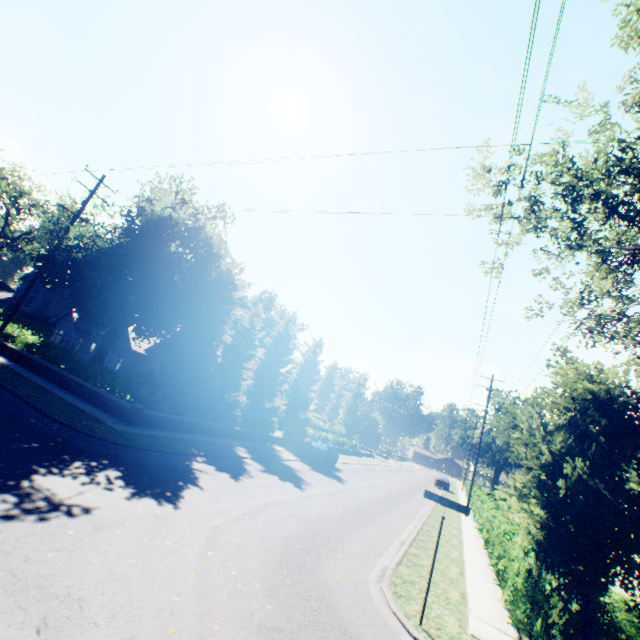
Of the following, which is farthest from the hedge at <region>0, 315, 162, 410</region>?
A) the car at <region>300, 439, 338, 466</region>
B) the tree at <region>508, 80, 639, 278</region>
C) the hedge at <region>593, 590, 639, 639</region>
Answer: the hedge at <region>593, 590, 639, 639</region>

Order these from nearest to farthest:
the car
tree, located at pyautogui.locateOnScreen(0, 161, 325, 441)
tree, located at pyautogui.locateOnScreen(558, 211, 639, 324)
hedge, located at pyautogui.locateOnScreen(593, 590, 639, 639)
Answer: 1. hedge, located at pyautogui.locateOnScreen(593, 590, 639, 639)
2. tree, located at pyautogui.locateOnScreen(558, 211, 639, 324)
3. tree, located at pyautogui.locateOnScreen(0, 161, 325, 441)
4. the car

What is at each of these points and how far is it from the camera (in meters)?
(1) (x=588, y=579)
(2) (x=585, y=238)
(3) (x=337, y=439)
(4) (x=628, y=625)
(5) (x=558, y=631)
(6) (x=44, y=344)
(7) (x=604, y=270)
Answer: (1) tree, 5.53
(2) tree, 18.17
(3) hedge, 41.41
(4) hedge, 6.90
(5) hedge, 7.25
(6) hedge, 20.86
(7) tree, 17.98

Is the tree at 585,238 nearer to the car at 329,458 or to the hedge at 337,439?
the hedge at 337,439

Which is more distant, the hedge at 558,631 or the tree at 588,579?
the hedge at 558,631

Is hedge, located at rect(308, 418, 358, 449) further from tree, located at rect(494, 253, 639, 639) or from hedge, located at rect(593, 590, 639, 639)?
hedge, located at rect(593, 590, 639, 639)

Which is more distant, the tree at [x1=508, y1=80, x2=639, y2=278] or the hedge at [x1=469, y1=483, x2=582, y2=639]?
the tree at [x1=508, y1=80, x2=639, y2=278]

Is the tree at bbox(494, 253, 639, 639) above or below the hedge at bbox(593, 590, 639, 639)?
above
